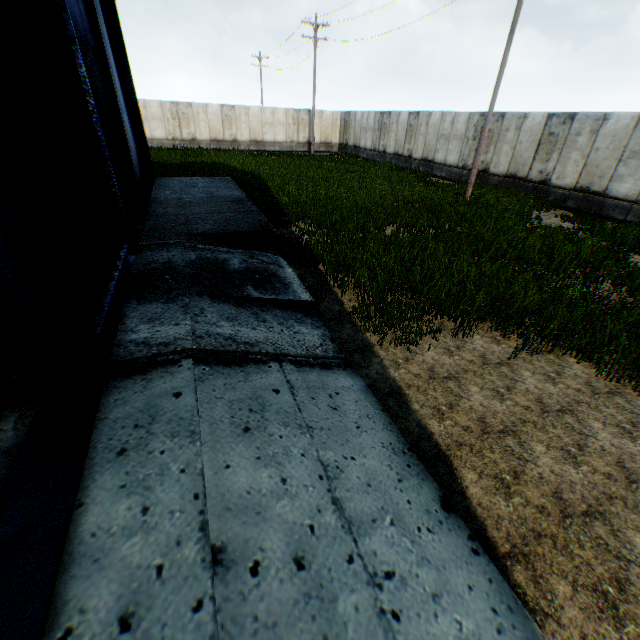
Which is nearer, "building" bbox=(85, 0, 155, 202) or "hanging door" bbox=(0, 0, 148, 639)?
"hanging door" bbox=(0, 0, 148, 639)

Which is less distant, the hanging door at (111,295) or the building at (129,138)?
the hanging door at (111,295)

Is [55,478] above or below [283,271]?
above
